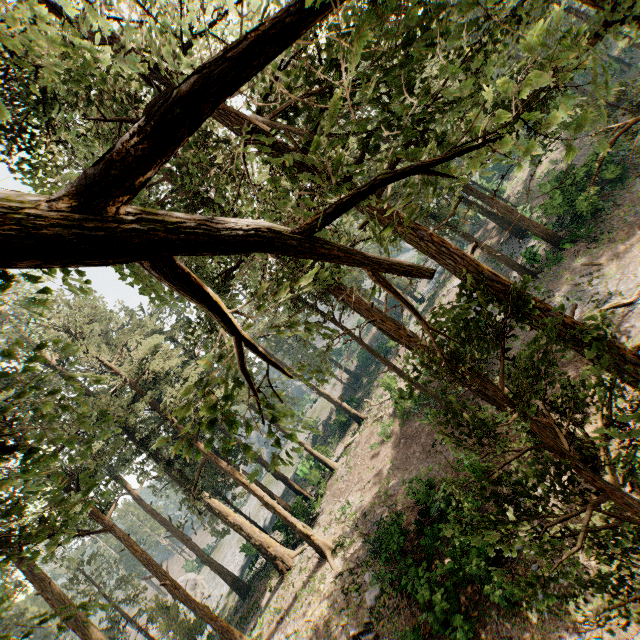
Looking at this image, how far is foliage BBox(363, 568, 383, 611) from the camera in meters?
15.3 m

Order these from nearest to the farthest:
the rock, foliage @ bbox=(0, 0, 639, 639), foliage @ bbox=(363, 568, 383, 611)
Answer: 1. foliage @ bbox=(0, 0, 639, 639)
2. foliage @ bbox=(363, 568, 383, 611)
3. the rock

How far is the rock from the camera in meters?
45.9

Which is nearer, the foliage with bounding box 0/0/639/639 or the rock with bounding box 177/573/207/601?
the foliage with bounding box 0/0/639/639

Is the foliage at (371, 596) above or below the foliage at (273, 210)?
below

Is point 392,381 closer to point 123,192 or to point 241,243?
point 241,243

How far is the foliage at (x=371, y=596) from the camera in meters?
15.3 m

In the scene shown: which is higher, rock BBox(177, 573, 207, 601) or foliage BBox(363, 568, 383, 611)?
rock BBox(177, 573, 207, 601)
